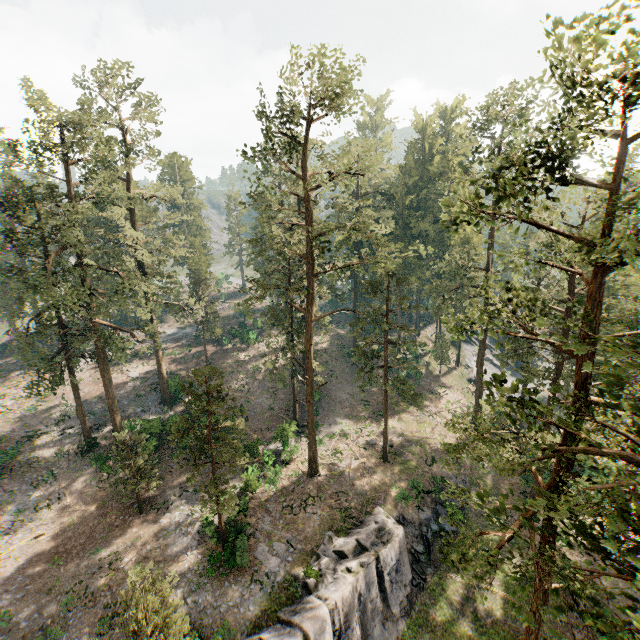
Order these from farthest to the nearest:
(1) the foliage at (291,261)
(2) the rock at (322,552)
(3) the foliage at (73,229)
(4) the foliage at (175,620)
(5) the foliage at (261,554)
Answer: (3) the foliage at (73,229) → (5) the foliage at (261,554) → (2) the rock at (322,552) → (4) the foliage at (175,620) → (1) the foliage at (291,261)

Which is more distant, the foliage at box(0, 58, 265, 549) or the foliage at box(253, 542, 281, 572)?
the foliage at box(0, 58, 265, 549)

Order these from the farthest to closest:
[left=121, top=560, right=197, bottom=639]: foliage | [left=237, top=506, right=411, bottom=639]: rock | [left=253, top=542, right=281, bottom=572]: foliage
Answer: [left=253, top=542, right=281, bottom=572]: foliage
[left=237, top=506, right=411, bottom=639]: rock
[left=121, top=560, right=197, bottom=639]: foliage

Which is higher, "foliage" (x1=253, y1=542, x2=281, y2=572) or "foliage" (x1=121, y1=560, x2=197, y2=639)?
"foliage" (x1=121, y1=560, x2=197, y2=639)

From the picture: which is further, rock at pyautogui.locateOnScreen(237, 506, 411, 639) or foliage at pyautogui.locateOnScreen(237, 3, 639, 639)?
rock at pyautogui.locateOnScreen(237, 506, 411, 639)

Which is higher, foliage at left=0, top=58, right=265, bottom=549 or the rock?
foliage at left=0, top=58, right=265, bottom=549

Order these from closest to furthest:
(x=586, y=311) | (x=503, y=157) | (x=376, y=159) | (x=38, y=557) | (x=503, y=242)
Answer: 1. (x=586, y=311)
2. (x=503, y=157)
3. (x=503, y=242)
4. (x=376, y=159)
5. (x=38, y=557)

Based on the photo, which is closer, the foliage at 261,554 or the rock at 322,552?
the rock at 322,552
